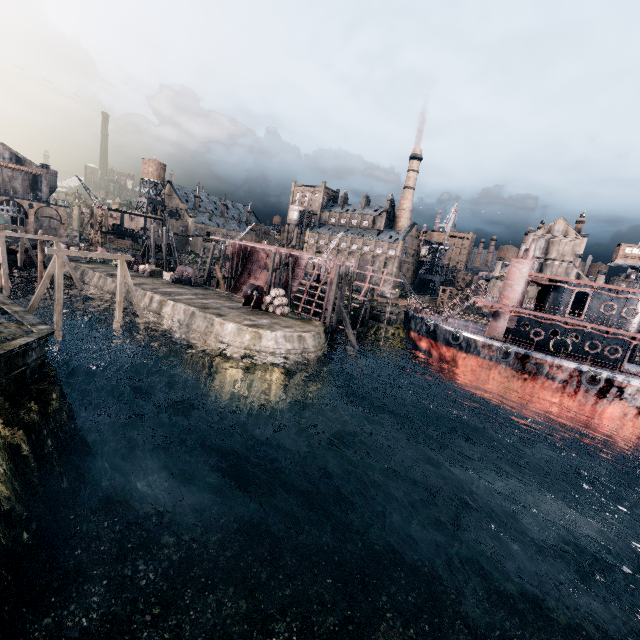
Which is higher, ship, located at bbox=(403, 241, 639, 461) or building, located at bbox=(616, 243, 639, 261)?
building, located at bbox=(616, 243, 639, 261)

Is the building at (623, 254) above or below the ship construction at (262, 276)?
above

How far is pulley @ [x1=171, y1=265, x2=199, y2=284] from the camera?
42.9 meters

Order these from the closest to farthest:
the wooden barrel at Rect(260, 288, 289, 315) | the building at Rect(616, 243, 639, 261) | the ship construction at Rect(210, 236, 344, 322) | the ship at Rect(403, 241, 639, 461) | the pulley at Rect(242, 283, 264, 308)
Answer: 1. the ship at Rect(403, 241, 639, 461)
2. the wooden barrel at Rect(260, 288, 289, 315)
3. the pulley at Rect(242, 283, 264, 308)
4. the ship construction at Rect(210, 236, 344, 322)
5. the building at Rect(616, 243, 639, 261)

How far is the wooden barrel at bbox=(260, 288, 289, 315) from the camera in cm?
3384

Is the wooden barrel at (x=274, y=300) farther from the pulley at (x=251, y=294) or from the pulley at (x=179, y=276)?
the pulley at (x=179, y=276)

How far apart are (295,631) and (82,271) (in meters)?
46.05

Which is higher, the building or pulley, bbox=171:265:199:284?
the building
